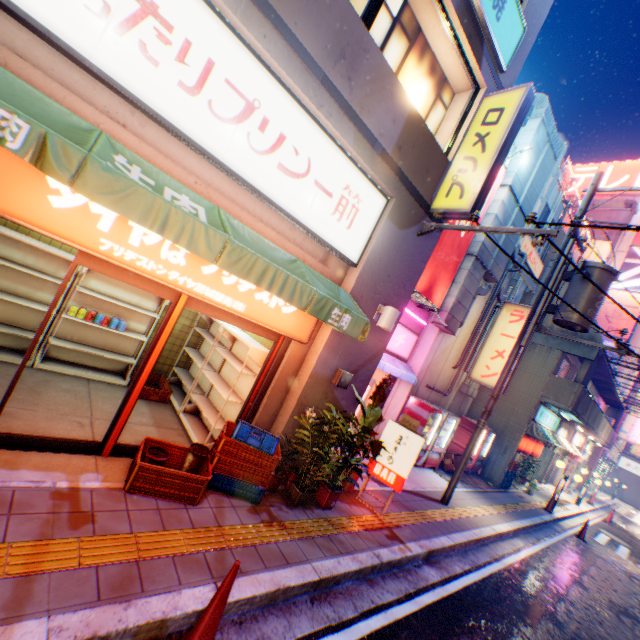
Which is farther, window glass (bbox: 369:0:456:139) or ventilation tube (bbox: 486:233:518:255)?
ventilation tube (bbox: 486:233:518:255)

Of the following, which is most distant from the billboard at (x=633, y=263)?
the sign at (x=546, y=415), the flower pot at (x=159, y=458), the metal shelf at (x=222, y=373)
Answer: the flower pot at (x=159, y=458)

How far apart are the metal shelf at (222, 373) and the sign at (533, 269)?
11.1m

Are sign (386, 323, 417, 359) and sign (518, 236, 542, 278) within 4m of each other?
no

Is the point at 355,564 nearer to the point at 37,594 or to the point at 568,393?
the point at 37,594

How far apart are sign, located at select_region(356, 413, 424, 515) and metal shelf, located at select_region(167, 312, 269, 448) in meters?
2.9 m

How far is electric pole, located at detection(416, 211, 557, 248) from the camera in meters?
4.6 m
